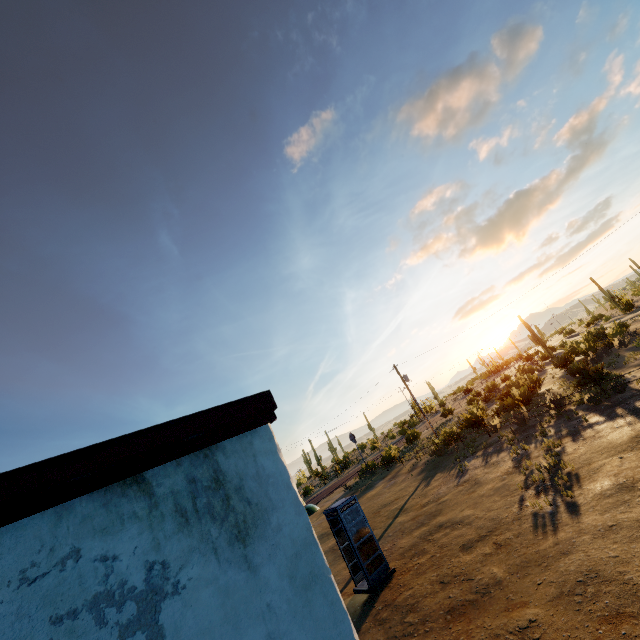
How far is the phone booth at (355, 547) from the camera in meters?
10.8 m

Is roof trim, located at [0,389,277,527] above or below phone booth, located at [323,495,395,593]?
above

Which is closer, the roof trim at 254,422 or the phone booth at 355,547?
the roof trim at 254,422

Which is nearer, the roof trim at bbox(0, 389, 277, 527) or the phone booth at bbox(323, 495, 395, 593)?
the roof trim at bbox(0, 389, 277, 527)

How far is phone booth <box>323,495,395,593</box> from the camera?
10.84m

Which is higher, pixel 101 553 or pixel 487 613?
pixel 101 553
